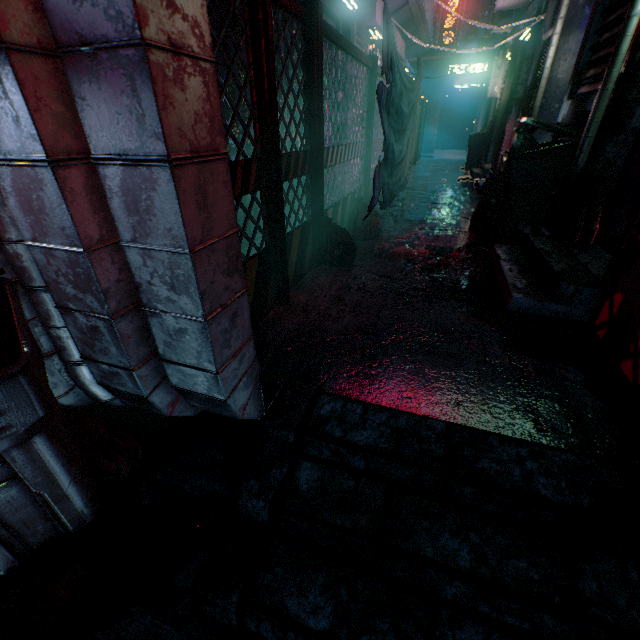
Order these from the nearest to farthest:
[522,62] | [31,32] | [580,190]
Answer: [31,32], [580,190], [522,62]

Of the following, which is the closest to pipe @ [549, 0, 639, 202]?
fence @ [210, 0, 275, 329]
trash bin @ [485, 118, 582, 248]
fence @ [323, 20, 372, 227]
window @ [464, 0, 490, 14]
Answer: trash bin @ [485, 118, 582, 248]

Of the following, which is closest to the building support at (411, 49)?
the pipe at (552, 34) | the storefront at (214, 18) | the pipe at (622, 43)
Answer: the storefront at (214, 18)

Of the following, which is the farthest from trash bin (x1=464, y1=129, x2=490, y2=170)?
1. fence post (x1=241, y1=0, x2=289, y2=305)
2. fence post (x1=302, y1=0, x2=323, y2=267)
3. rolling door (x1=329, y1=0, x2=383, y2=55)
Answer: fence post (x1=241, y1=0, x2=289, y2=305)

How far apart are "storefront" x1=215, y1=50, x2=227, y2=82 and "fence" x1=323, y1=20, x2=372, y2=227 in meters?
0.7 m

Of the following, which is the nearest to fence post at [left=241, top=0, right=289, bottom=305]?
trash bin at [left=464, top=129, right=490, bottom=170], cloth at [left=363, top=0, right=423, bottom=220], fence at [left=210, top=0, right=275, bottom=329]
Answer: fence at [left=210, top=0, right=275, bottom=329]

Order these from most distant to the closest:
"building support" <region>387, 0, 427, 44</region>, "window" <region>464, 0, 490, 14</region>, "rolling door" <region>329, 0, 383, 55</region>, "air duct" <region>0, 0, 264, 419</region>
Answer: "window" <region>464, 0, 490, 14</region>, "building support" <region>387, 0, 427, 44</region>, "rolling door" <region>329, 0, 383, 55</region>, "air duct" <region>0, 0, 264, 419</region>

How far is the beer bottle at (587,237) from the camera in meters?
2.6
